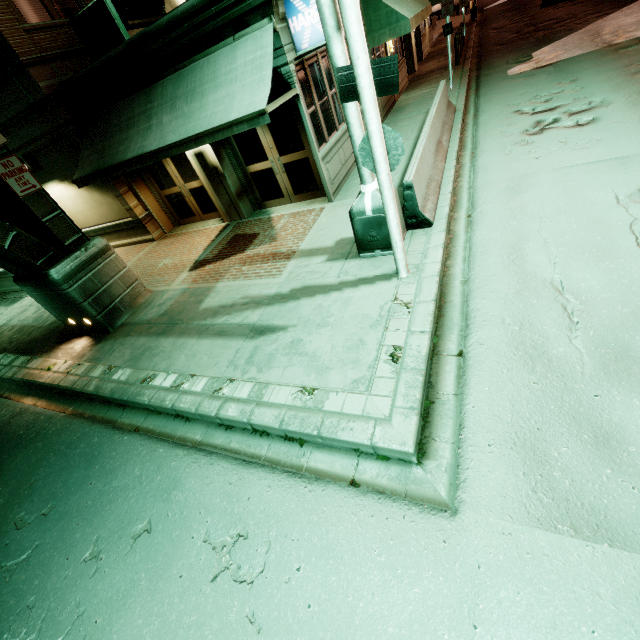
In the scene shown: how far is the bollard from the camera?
16.27m

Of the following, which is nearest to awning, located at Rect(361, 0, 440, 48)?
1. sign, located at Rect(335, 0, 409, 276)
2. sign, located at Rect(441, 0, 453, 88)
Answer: sign, located at Rect(441, 0, 453, 88)

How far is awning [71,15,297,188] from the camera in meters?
6.5

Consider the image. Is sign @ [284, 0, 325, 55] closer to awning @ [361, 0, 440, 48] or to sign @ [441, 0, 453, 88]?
awning @ [361, 0, 440, 48]

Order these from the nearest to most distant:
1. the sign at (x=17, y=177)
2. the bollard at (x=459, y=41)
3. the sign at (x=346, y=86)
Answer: the sign at (x=346, y=86) → the sign at (x=17, y=177) → the bollard at (x=459, y=41)

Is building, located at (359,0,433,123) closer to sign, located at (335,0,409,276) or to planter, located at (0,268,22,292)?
A: planter, located at (0,268,22,292)

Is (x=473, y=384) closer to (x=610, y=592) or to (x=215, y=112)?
(x=610, y=592)

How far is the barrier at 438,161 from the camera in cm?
611
